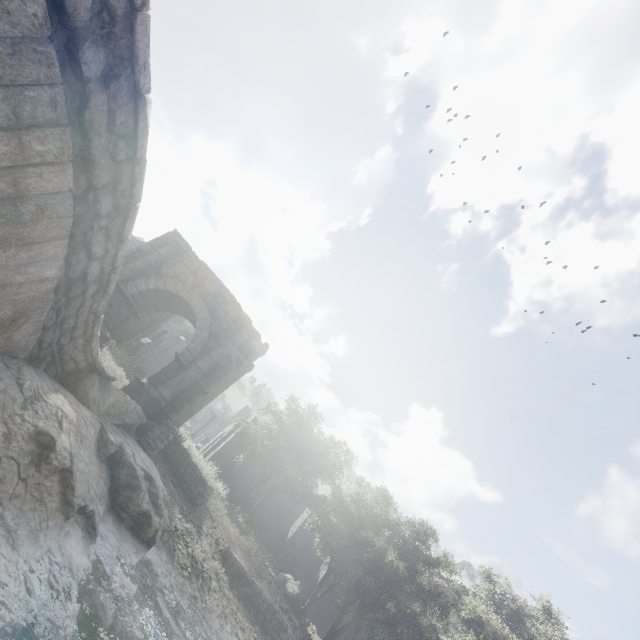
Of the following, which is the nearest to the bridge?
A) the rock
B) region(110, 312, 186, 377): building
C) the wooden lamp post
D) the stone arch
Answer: the rock

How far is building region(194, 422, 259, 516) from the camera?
25.0m

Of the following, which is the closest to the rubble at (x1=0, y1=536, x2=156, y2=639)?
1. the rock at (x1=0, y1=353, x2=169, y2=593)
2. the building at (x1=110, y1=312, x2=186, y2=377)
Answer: the rock at (x1=0, y1=353, x2=169, y2=593)

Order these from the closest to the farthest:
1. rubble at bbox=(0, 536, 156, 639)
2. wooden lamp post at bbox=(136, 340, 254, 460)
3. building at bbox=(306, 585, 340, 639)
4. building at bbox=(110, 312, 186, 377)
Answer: rubble at bbox=(0, 536, 156, 639) → wooden lamp post at bbox=(136, 340, 254, 460) → building at bbox=(110, 312, 186, 377) → building at bbox=(306, 585, 340, 639)

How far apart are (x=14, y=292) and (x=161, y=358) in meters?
36.3

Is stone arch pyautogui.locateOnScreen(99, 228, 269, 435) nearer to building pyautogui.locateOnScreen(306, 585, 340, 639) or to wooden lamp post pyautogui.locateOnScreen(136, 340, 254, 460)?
building pyautogui.locateOnScreen(306, 585, 340, 639)

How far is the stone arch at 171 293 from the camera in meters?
13.3

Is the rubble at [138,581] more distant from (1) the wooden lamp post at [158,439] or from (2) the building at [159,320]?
(2) the building at [159,320]
